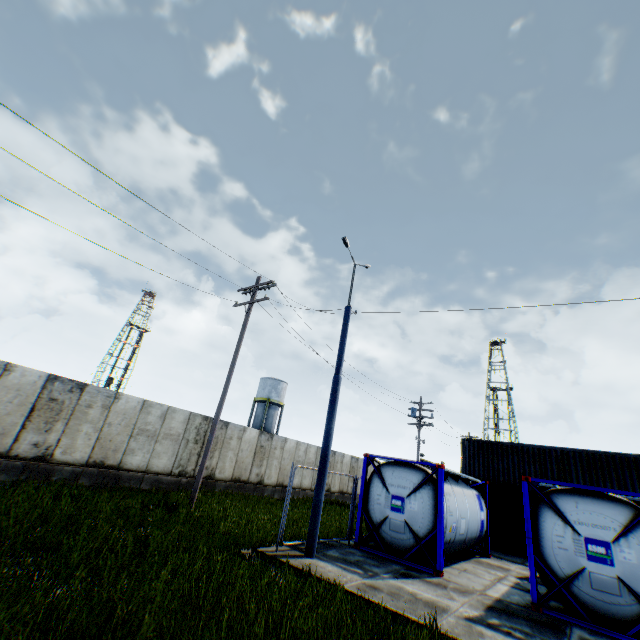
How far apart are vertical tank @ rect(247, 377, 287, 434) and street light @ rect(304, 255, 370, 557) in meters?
34.5

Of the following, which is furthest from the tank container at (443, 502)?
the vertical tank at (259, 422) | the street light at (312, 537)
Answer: the vertical tank at (259, 422)

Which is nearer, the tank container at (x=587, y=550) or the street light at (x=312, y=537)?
the tank container at (x=587, y=550)

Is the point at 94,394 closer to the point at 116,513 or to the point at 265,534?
the point at 116,513

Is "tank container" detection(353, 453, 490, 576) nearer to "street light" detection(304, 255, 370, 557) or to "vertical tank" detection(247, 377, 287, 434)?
"street light" detection(304, 255, 370, 557)

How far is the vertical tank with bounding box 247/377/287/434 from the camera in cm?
4384

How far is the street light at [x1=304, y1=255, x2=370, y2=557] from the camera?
8.9 meters

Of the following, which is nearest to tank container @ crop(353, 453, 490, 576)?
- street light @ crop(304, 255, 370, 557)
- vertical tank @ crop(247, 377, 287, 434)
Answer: street light @ crop(304, 255, 370, 557)
